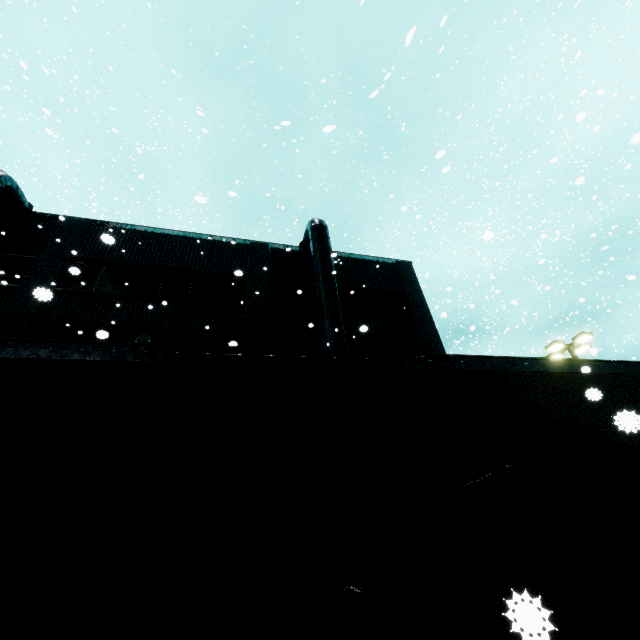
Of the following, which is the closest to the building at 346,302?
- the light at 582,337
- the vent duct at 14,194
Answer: the vent duct at 14,194

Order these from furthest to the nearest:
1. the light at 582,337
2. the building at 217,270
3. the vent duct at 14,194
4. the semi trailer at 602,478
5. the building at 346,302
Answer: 1. the light at 582,337
2. the building at 346,302
3. the vent duct at 14,194
4. the building at 217,270
5. the semi trailer at 602,478

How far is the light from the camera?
16.11m

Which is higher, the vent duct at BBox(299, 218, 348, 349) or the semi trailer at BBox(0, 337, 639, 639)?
the vent duct at BBox(299, 218, 348, 349)

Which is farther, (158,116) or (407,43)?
(158,116)

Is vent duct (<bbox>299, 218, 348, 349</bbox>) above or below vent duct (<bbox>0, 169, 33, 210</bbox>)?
below

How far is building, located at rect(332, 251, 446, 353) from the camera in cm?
1429

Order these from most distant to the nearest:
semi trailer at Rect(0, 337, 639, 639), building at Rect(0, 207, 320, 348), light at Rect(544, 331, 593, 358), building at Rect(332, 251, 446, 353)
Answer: light at Rect(544, 331, 593, 358), building at Rect(332, 251, 446, 353), building at Rect(0, 207, 320, 348), semi trailer at Rect(0, 337, 639, 639)
